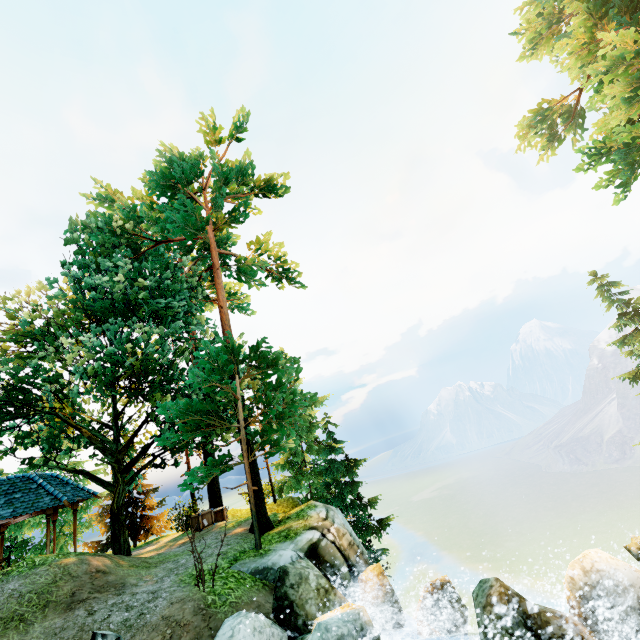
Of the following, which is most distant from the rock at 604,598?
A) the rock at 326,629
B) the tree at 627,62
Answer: the tree at 627,62

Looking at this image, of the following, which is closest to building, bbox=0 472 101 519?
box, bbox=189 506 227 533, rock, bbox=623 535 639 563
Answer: box, bbox=189 506 227 533

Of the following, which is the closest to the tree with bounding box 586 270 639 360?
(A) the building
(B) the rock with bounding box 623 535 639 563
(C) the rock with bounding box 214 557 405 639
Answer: (A) the building

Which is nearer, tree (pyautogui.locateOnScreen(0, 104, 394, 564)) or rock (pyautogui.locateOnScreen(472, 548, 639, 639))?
rock (pyautogui.locateOnScreen(472, 548, 639, 639))

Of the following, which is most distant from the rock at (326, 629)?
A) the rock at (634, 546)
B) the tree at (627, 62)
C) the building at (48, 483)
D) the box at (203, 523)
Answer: the building at (48, 483)

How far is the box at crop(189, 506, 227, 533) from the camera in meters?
15.8

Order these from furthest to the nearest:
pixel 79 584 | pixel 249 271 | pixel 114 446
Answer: pixel 249 271 → pixel 114 446 → pixel 79 584
